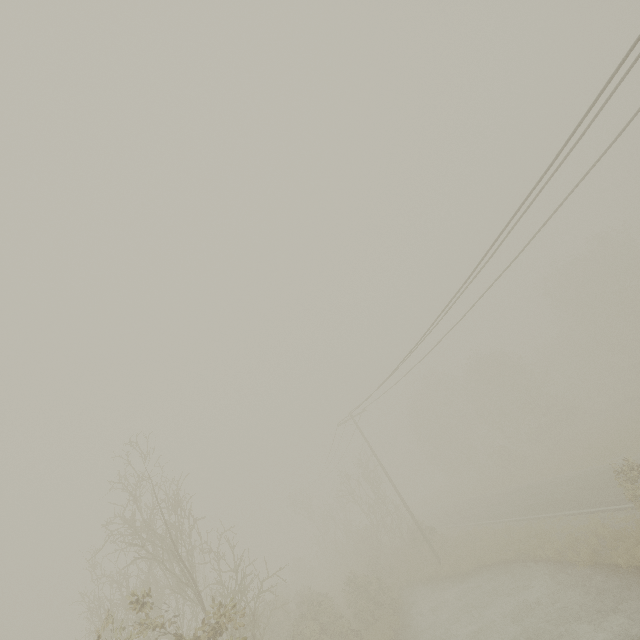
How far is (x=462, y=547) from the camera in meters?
23.3 m
